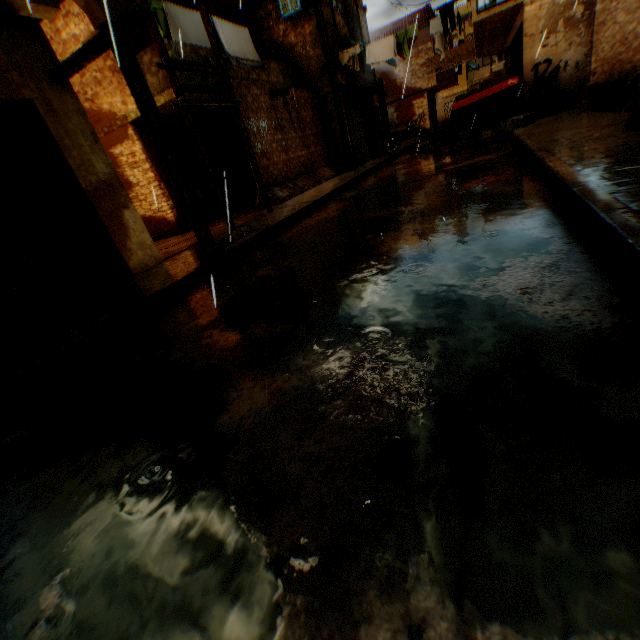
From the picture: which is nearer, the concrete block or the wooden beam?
the wooden beam

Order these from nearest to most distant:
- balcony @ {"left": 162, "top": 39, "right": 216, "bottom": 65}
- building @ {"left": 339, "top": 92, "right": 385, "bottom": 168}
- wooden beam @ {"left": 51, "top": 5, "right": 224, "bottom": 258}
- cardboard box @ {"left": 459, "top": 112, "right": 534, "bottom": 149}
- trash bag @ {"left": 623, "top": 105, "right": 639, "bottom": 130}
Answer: wooden beam @ {"left": 51, "top": 5, "right": 224, "bottom": 258}, trash bag @ {"left": 623, "top": 105, "right": 639, "bottom": 130}, balcony @ {"left": 162, "top": 39, "right": 216, "bottom": 65}, cardboard box @ {"left": 459, "top": 112, "right": 534, "bottom": 149}, building @ {"left": 339, "top": 92, "right": 385, "bottom": 168}

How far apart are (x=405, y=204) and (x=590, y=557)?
5.74m

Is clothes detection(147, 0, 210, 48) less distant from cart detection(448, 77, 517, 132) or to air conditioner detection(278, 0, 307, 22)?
air conditioner detection(278, 0, 307, 22)

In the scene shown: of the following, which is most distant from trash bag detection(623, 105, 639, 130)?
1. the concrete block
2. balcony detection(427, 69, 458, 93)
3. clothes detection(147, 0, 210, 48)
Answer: balcony detection(427, 69, 458, 93)

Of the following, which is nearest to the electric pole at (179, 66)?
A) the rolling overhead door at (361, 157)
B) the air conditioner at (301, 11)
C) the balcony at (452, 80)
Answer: the rolling overhead door at (361, 157)

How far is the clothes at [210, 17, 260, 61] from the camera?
10.5 meters

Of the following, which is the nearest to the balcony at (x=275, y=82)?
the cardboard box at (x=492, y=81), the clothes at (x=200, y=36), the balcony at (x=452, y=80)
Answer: the clothes at (x=200, y=36)
